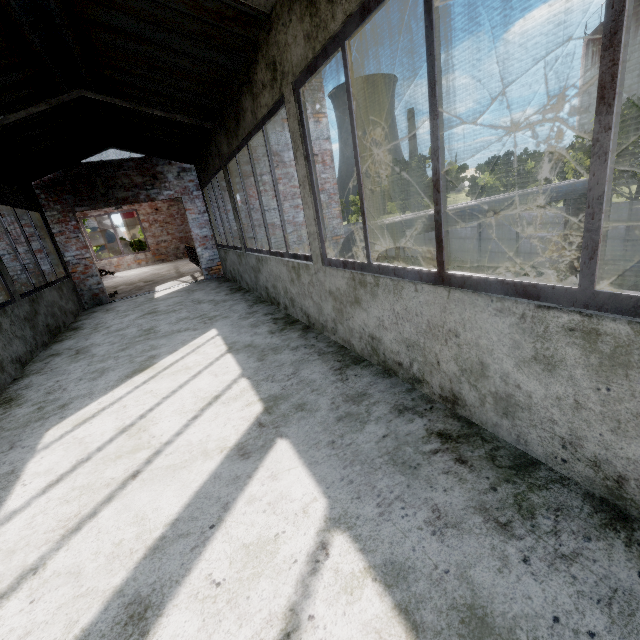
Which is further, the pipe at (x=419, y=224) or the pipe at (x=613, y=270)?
the pipe at (x=613, y=270)

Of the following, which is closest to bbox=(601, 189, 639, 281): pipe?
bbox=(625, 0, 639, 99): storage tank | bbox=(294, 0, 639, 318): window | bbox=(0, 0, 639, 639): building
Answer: bbox=(0, 0, 639, 639): building

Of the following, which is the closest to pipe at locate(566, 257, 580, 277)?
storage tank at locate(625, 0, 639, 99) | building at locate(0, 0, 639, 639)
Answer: building at locate(0, 0, 639, 639)

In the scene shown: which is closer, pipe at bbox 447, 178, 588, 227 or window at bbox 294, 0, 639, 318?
window at bbox 294, 0, 639, 318

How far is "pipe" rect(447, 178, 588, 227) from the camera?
9.75m

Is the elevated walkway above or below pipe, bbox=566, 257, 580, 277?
above

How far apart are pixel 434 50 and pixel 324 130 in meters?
9.1 m

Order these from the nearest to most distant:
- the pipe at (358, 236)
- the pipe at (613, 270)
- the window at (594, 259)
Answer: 1. the window at (594, 259)
2. the pipe at (358, 236)
3. the pipe at (613, 270)
